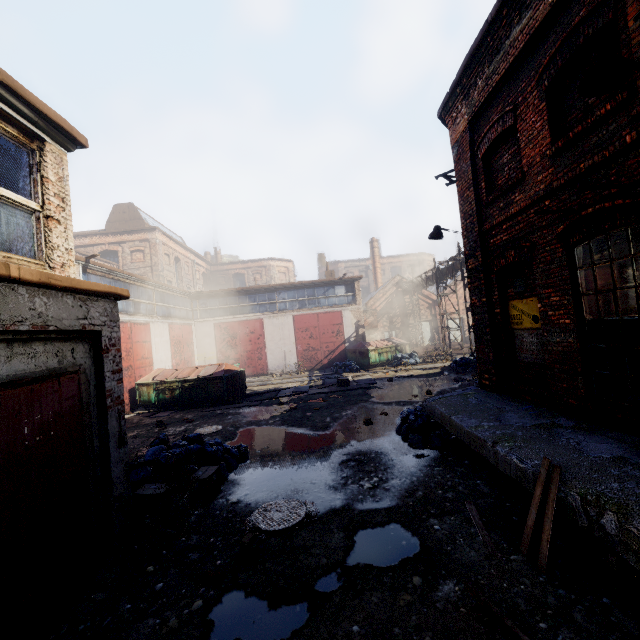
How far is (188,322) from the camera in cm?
2319

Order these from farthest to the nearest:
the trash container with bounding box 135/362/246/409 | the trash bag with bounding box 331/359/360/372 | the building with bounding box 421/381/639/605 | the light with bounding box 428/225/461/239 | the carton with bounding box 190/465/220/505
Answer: the trash bag with bounding box 331/359/360/372 → the trash container with bounding box 135/362/246/409 → the light with bounding box 428/225/461/239 → the carton with bounding box 190/465/220/505 → the building with bounding box 421/381/639/605

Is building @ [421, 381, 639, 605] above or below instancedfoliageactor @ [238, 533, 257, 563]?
above

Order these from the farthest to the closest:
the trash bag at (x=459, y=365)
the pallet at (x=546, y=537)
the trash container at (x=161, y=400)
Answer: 1. the trash bag at (x=459, y=365)
2. the trash container at (x=161, y=400)
3. the pallet at (x=546, y=537)

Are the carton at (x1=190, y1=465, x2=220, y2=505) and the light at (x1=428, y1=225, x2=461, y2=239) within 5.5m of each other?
no

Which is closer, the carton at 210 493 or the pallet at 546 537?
the pallet at 546 537

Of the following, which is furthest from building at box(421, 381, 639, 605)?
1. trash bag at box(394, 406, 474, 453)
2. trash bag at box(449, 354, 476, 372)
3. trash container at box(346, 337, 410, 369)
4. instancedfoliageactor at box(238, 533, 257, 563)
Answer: trash container at box(346, 337, 410, 369)

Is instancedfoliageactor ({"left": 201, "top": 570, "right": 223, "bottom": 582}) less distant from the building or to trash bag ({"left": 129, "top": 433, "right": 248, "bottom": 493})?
trash bag ({"left": 129, "top": 433, "right": 248, "bottom": 493})
